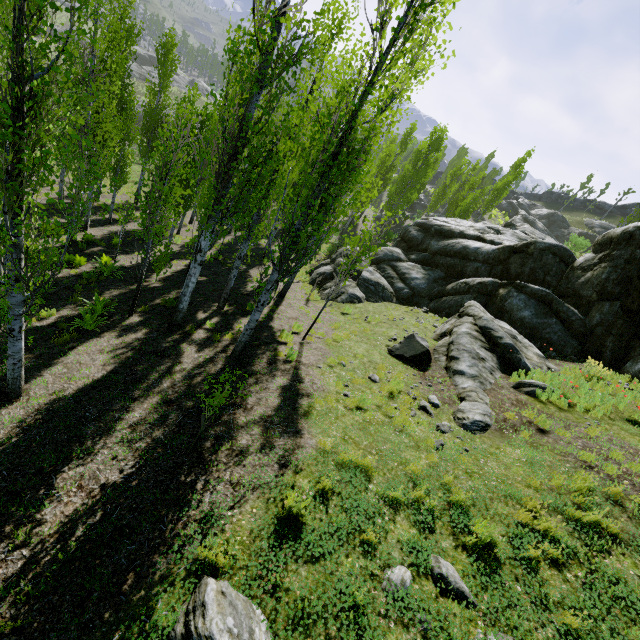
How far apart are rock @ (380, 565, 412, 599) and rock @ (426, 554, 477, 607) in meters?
0.3

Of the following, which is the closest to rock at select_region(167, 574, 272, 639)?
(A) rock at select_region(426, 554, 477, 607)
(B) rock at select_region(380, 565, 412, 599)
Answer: (B) rock at select_region(380, 565, 412, 599)

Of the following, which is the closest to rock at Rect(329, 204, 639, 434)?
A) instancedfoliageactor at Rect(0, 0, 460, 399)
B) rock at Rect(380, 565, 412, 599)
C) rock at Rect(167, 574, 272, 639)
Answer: instancedfoliageactor at Rect(0, 0, 460, 399)

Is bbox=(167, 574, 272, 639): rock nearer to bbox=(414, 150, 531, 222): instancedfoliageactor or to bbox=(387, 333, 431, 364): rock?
bbox=(387, 333, 431, 364): rock

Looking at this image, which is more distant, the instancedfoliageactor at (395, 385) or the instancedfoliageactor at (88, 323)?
the instancedfoliageactor at (88, 323)

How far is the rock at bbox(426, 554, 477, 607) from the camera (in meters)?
4.13

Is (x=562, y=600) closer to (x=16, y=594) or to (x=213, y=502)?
(x=213, y=502)

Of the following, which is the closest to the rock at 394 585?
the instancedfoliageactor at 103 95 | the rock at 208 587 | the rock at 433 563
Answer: the rock at 433 563
